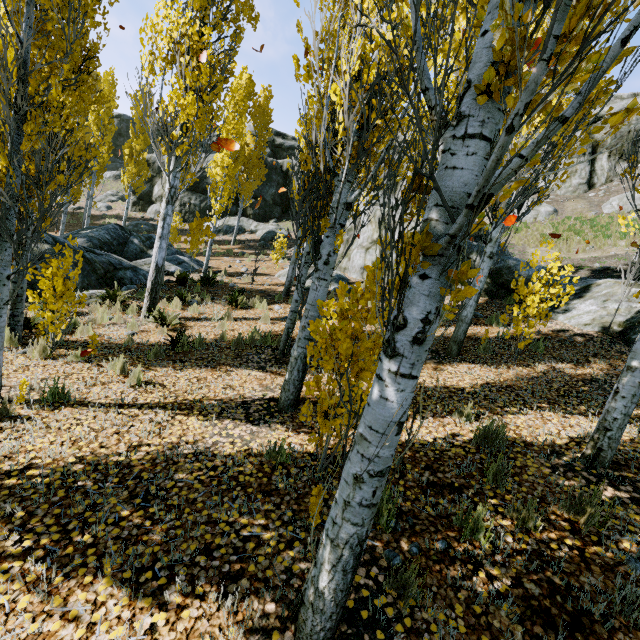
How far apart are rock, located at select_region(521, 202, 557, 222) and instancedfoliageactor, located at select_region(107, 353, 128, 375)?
22.8 meters

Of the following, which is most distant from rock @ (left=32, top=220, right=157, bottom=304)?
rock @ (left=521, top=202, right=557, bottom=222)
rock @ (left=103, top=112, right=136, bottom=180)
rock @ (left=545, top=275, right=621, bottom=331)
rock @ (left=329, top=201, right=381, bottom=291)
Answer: rock @ (left=103, top=112, right=136, bottom=180)

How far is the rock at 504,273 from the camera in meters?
11.2

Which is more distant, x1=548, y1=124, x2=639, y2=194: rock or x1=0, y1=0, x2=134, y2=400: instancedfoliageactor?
x1=548, y1=124, x2=639, y2=194: rock

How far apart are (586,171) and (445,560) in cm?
2867

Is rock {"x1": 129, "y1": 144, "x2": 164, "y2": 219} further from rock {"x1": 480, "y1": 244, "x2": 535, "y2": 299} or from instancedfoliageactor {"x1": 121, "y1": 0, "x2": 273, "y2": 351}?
rock {"x1": 480, "y1": 244, "x2": 535, "y2": 299}

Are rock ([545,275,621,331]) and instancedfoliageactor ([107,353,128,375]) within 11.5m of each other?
yes

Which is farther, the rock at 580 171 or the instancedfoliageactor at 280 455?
the rock at 580 171
